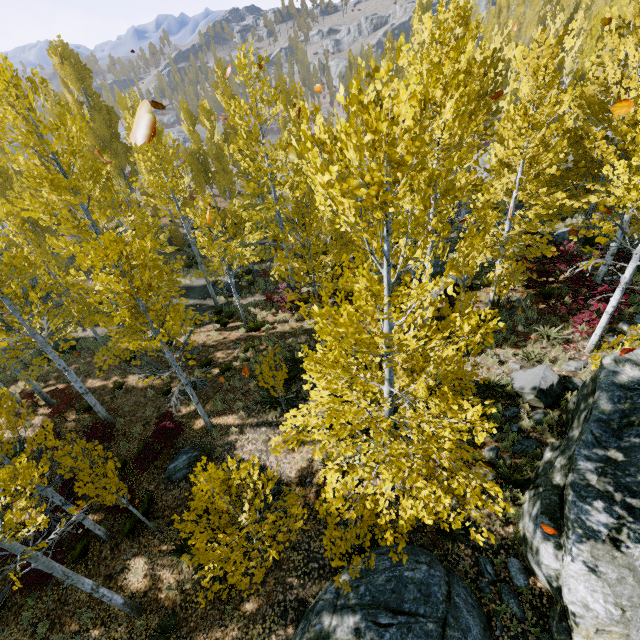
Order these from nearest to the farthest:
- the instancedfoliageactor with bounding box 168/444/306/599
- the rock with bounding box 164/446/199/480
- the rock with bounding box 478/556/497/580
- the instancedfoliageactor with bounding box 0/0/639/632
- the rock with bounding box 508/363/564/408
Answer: the instancedfoliageactor with bounding box 0/0/639/632, the instancedfoliageactor with bounding box 168/444/306/599, the rock with bounding box 478/556/497/580, the rock with bounding box 508/363/564/408, the rock with bounding box 164/446/199/480

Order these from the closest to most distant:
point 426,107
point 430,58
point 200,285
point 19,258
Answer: point 430,58, point 19,258, point 426,107, point 200,285

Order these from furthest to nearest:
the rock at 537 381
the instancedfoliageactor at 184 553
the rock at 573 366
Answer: the rock at 573 366 → the rock at 537 381 → the instancedfoliageactor at 184 553

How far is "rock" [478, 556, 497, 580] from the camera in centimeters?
694cm

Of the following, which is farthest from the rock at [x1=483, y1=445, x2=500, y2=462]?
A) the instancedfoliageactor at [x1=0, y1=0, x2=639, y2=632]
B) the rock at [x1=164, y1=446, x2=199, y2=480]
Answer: the rock at [x1=164, y1=446, x2=199, y2=480]

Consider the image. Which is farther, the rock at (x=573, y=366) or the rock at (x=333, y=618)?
the rock at (x=573, y=366)

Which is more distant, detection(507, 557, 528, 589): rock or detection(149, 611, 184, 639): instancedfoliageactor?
detection(149, 611, 184, 639): instancedfoliageactor
